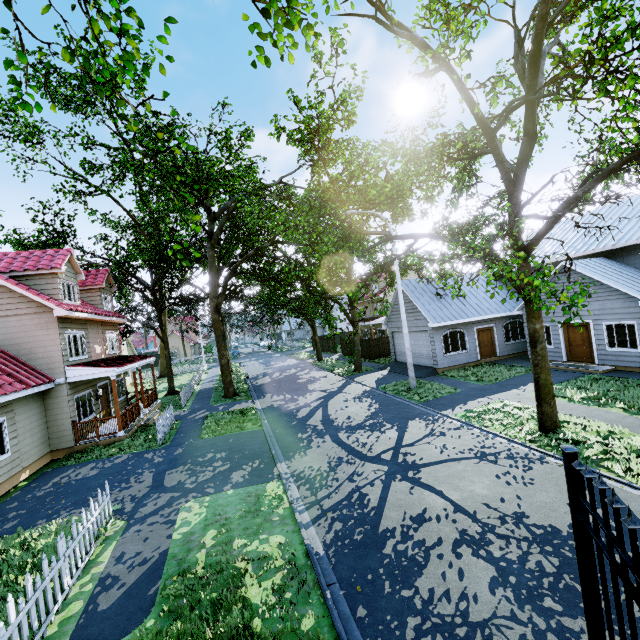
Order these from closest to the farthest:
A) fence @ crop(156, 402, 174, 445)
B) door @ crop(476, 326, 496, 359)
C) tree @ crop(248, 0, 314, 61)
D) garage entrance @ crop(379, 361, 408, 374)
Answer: tree @ crop(248, 0, 314, 61)
fence @ crop(156, 402, 174, 445)
door @ crop(476, 326, 496, 359)
garage entrance @ crop(379, 361, 408, 374)

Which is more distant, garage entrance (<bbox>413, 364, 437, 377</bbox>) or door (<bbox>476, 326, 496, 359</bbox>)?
door (<bbox>476, 326, 496, 359</bbox>)

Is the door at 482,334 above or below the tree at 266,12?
below

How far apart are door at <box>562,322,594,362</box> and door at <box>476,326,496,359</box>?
4.41m

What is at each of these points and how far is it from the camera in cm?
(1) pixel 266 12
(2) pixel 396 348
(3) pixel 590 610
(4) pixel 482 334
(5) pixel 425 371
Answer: (1) tree, 459
(2) garage door, 2566
(3) gate, 313
(4) door, 2167
(5) garage entrance, 2078

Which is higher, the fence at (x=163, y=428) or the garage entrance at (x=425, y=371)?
the fence at (x=163, y=428)

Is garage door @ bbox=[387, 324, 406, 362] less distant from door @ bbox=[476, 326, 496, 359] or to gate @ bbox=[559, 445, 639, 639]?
door @ bbox=[476, 326, 496, 359]

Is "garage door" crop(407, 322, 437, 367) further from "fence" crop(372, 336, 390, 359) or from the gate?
the gate
